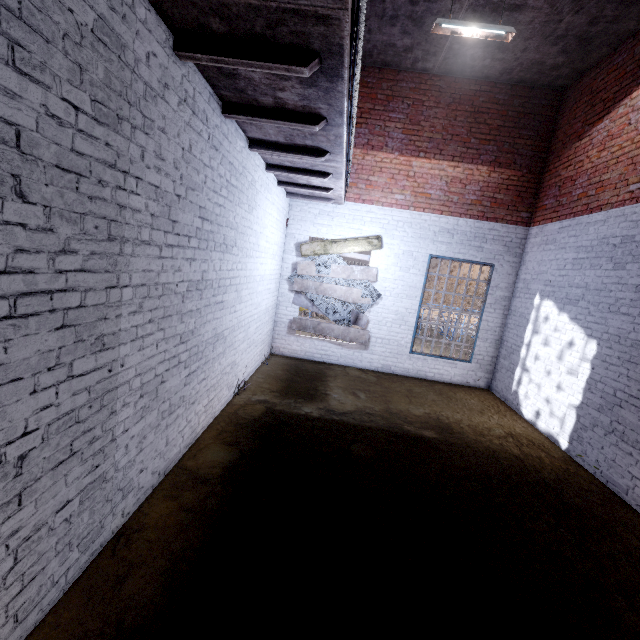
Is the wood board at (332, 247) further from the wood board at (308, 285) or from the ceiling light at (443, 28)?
the ceiling light at (443, 28)

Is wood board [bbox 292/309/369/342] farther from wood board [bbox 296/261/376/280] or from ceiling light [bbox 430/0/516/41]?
ceiling light [bbox 430/0/516/41]

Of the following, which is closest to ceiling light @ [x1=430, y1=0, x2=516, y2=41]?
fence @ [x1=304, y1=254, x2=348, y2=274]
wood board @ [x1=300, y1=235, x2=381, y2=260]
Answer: wood board @ [x1=300, y1=235, x2=381, y2=260]

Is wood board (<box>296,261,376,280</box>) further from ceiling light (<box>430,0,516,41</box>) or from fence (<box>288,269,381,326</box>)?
ceiling light (<box>430,0,516,41</box>)

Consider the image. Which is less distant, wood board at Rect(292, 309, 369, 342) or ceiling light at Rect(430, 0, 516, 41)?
ceiling light at Rect(430, 0, 516, 41)

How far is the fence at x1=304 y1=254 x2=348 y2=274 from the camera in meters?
7.9 m

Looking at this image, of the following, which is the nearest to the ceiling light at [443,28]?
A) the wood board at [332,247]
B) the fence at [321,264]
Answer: the wood board at [332,247]

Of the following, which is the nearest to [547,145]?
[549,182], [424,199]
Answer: [549,182]
